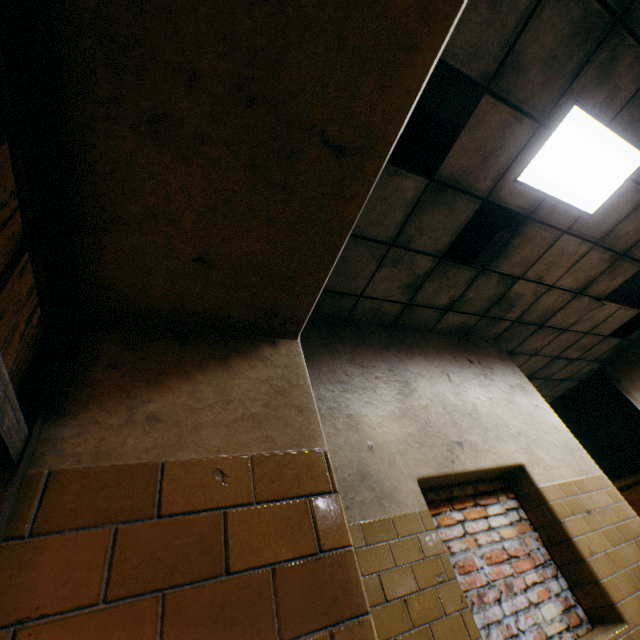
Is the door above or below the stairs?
below

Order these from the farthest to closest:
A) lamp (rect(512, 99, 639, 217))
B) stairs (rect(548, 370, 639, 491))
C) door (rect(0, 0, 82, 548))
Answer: stairs (rect(548, 370, 639, 491))
lamp (rect(512, 99, 639, 217))
door (rect(0, 0, 82, 548))

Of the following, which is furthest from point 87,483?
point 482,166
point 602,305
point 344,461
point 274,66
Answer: point 602,305

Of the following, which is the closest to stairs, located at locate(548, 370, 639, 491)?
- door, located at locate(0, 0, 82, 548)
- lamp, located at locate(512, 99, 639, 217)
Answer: lamp, located at locate(512, 99, 639, 217)

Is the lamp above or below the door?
above

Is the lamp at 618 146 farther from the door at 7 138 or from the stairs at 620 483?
the stairs at 620 483

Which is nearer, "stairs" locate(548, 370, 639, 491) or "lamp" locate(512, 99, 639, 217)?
"lamp" locate(512, 99, 639, 217)
